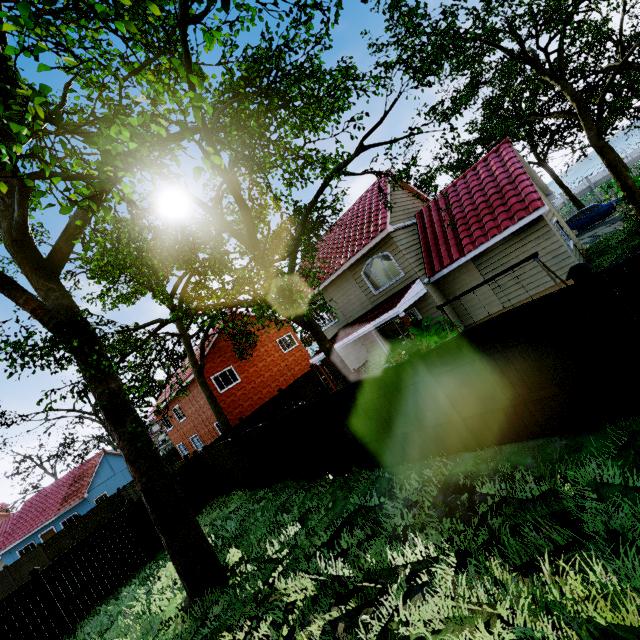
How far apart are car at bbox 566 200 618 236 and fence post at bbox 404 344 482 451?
23.2m

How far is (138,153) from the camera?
5.25m

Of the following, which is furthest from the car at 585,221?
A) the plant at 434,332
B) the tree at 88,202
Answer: the plant at 434,332

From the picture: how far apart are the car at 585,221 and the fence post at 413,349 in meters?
23.2 m

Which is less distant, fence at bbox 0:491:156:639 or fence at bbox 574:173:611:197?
fence at bbox 0:491:156:639

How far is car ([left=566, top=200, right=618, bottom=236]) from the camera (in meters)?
21.16

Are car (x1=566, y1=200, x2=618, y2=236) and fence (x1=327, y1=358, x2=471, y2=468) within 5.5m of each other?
no
